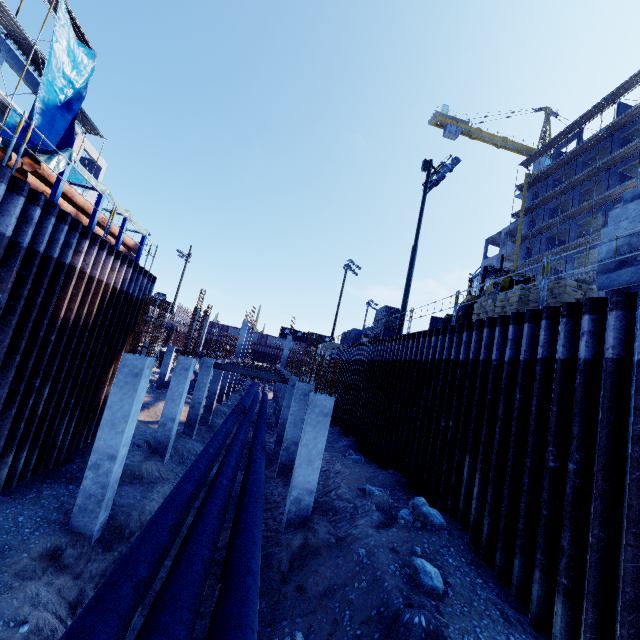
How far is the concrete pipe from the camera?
27.0m

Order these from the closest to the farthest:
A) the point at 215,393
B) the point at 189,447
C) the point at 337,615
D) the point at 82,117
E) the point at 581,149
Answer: the point at 337,615
the point at 189,447
the point at 215,393
the point at 82,117
the point at 581,149

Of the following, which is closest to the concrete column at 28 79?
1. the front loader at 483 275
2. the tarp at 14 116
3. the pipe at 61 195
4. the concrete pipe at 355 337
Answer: the tarp at 14 116

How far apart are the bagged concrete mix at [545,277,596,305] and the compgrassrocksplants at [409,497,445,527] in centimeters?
573cm

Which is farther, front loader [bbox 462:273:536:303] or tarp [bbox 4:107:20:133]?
tarp [bbox 4:107:20:133]

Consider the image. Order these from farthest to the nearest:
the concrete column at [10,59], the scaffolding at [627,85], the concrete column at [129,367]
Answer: the scaffolding at [627,85], the concrete column at [10,59], the concrete column at [129,367]

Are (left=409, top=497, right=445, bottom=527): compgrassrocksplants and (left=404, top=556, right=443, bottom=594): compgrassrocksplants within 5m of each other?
yes

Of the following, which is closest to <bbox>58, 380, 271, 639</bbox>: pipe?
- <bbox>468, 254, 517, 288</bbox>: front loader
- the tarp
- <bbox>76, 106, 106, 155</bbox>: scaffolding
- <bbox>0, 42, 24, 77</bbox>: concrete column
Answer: <bbox>468, 254, 517, 288</bbox>: front loader
